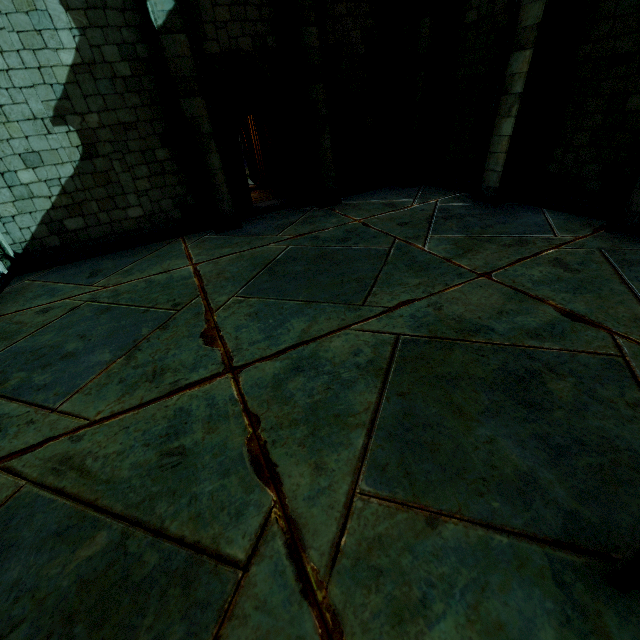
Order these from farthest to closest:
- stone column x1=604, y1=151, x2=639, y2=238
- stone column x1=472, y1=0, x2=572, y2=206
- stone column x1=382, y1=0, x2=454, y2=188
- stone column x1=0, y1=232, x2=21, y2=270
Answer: stone column x1=382, y1=0, x2=454, y2=188
stone column x1=0, y1=232, x2=21, y2=270
stone column x1=472, y1=0, x2=572, y2=206
stone column x1=604, y1=151, x2=639, y2=238

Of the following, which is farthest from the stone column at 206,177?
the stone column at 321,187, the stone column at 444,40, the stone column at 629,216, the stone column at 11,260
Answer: the stone column at 629,216

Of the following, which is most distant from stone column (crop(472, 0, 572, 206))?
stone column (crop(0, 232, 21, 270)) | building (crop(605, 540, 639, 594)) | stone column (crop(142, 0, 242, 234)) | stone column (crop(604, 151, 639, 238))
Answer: stone column (crop(0, 232, 21, 270))

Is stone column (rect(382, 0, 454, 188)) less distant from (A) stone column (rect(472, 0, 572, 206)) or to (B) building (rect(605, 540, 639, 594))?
(A) stone column (rect(472, 0, 572, 206))

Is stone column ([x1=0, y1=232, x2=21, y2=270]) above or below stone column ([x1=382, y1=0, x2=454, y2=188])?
below

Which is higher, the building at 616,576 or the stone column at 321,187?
the stone column at 321,187

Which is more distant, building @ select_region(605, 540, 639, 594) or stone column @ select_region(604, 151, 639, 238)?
stone column @ select_region(604, 151, 639, 238)

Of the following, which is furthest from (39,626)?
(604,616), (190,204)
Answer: (190,204)
